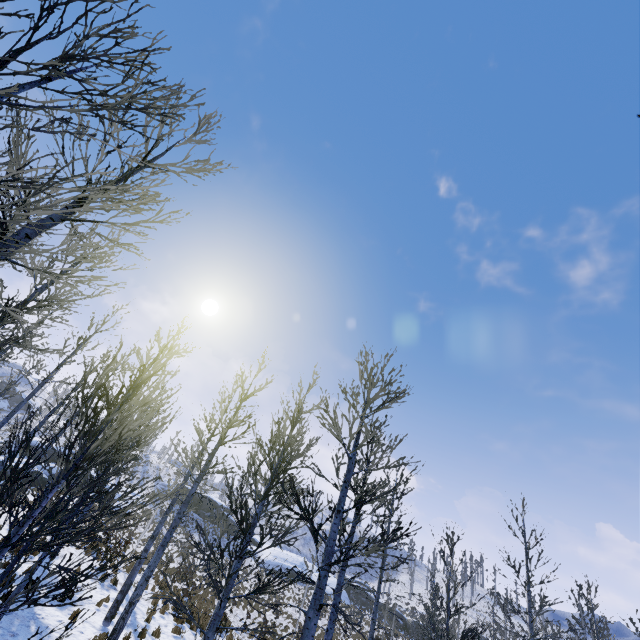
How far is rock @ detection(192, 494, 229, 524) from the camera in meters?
48.4 m

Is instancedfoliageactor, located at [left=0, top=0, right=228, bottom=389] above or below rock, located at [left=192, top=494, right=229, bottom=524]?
below

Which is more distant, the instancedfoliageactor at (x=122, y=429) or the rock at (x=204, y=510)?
the rock at (x=204, y=510)

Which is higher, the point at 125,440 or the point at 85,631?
the point at 125,440

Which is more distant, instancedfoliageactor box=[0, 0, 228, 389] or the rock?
the rock

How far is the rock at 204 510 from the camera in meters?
48.4 m

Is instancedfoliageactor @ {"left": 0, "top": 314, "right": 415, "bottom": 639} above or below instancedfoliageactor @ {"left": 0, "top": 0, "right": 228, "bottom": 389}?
below
